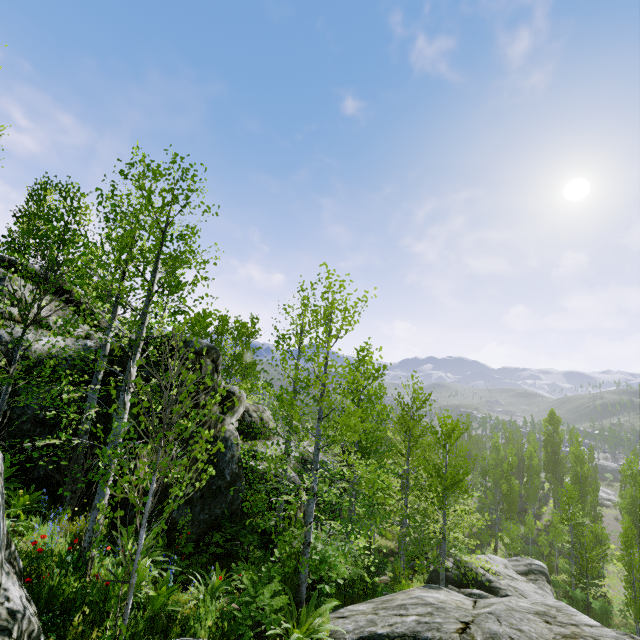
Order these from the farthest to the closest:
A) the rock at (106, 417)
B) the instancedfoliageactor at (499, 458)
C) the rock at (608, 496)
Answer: the rock at (608, 496), the rock at (106, 417), the instancedfoliageactor at (499, 458)

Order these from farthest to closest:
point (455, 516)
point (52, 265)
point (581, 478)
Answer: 1. point (581, 478)
2. point (455, 516)
3. point (52, 265)

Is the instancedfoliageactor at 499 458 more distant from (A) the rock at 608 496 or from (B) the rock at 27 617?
(A) the rock at 608 496

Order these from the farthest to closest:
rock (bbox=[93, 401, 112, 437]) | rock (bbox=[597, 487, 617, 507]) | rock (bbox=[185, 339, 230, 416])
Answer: rock (bbox=[597, 487, 617, 507]), rock (bbox=[185, 339, 230, 416]), rock (bbox=[93, 401, 112, 437])

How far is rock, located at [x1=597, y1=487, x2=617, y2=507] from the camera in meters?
46.4 m

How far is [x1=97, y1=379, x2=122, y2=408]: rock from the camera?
8.69m

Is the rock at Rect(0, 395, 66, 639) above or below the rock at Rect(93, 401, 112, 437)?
below
